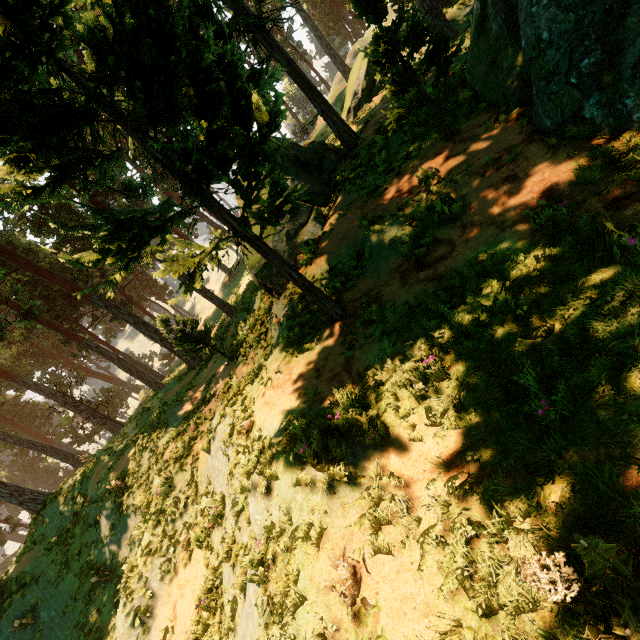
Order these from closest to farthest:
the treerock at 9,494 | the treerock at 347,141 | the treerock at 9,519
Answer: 1. the treerock at 347,141
2. the treerock at 9,494
3. the treerock at 9,519

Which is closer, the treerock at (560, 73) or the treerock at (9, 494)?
the treerock at (560, 73)

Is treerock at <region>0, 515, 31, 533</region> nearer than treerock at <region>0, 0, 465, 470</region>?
No

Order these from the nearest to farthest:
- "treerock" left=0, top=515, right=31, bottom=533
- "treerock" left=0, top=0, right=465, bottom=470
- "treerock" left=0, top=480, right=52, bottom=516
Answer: "treerock" left=0, top=0, right=465, bottom=470, "treerock" left=0, top=480, right=52, bottom=516, "treerock" left=0, top=515, right=31, bottom=533

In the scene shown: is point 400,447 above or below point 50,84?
below
